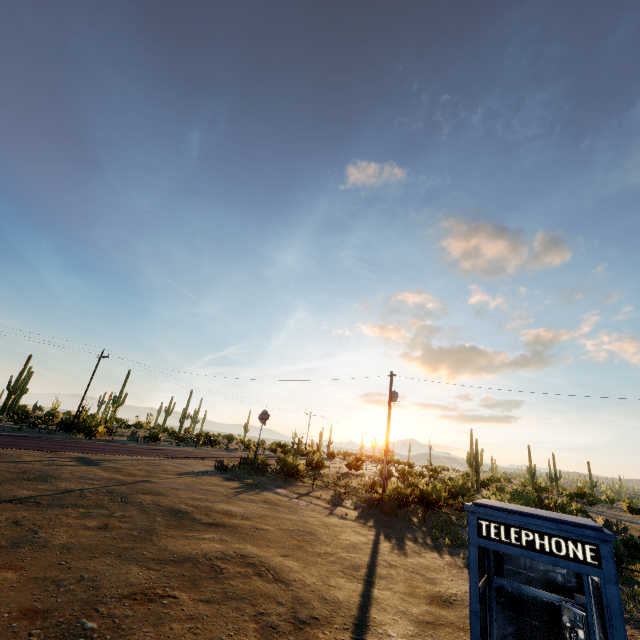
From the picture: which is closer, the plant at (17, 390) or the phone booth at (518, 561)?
the phone booth at (518, 561)

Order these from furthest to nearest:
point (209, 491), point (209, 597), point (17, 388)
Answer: point (17, 388)
point (209, 491)
point (209, 597)

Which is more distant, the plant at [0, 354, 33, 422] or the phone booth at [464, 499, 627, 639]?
the plant at [0, 354, 33, 422]
